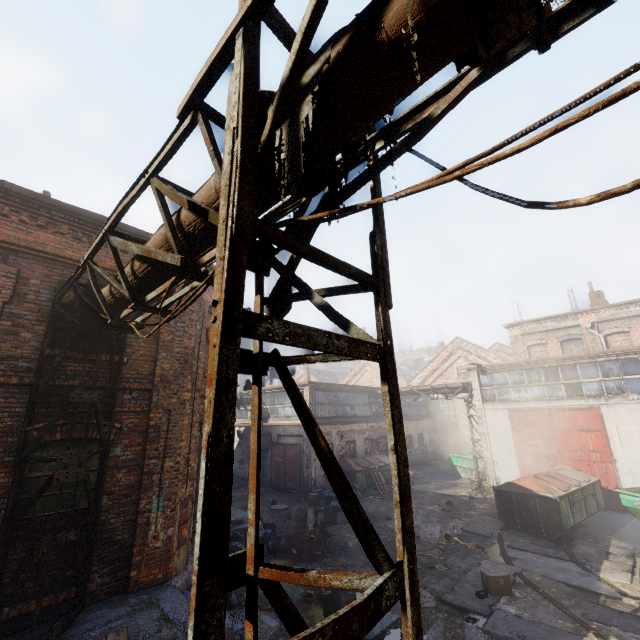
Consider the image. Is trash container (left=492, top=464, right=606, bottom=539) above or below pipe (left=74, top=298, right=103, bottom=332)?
below

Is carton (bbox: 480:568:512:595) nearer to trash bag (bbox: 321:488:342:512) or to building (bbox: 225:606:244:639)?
building (bbox: 225:606:244:639)

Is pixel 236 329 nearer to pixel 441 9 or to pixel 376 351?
pixel 376 351

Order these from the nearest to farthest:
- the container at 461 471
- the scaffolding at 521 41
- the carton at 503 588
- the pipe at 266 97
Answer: the scaffolding at 521 41
the pipe at 266 97
the carton at 503 588
the container at 461 471

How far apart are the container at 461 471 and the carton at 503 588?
14.0m

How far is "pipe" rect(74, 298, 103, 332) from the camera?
5.30m

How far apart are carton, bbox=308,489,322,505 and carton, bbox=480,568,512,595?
9.56m

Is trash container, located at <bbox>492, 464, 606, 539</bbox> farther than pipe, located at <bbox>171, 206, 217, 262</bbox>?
Yes
